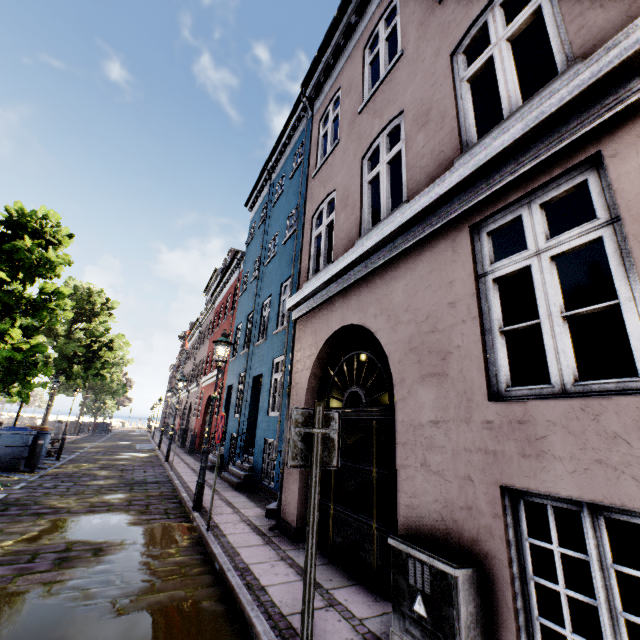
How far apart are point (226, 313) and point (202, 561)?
16.7 meters

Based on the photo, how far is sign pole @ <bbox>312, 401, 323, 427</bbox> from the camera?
2.8 meters

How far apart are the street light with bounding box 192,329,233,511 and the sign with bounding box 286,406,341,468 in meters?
5.2 m

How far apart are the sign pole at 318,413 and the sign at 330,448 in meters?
0.0

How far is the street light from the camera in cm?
678

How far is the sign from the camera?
2.7m

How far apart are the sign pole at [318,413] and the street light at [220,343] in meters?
5.2 m

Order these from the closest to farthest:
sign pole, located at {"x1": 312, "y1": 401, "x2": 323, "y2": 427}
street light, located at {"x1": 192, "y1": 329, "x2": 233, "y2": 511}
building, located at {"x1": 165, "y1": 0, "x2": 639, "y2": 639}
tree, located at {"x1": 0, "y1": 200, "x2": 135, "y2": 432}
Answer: building, located at {"x1": 165, "y1": 0, "x2": 639, "y2": 639} → sign pole, located at {"x1": 312, "y1": 401, "x2": 323, "y2": 427} → street light, located at {"x1": 192, "y1": 329, "x2": 233, "y2": 511} → tree, located at {"x1": 0, "y1": 200, "x2": 135, "y2": 432}
